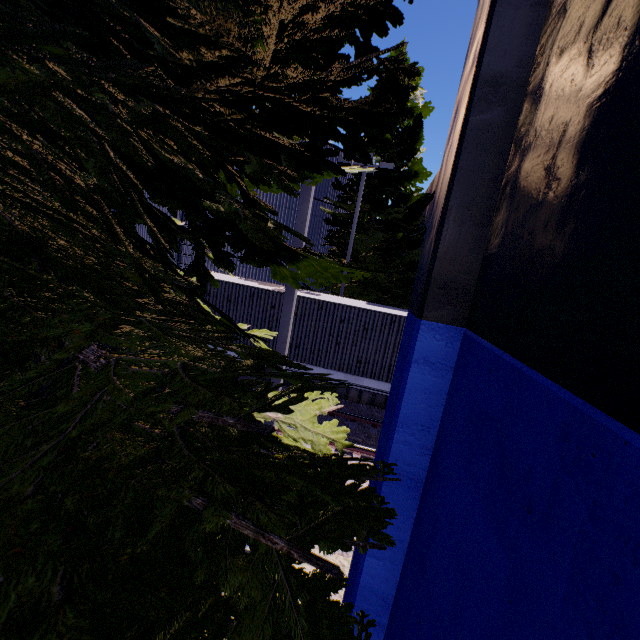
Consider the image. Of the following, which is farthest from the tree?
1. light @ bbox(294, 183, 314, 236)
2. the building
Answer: the building

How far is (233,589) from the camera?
3.40m

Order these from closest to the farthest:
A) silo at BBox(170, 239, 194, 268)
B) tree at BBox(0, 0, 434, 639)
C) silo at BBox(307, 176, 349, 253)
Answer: tree at BBox(0, 0, 434, 639) → silo at BBox(170, 239, 194, 268) → silo at BBox(307, 176, 349, 253)

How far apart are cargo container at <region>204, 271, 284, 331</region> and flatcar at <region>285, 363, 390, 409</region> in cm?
1

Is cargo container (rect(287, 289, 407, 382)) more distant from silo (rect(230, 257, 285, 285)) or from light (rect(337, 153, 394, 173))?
light (rect(337, 153, 394, 173))

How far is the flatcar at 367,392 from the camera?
11.0m

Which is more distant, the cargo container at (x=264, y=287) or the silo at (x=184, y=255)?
the silo at (x=184, y=255)

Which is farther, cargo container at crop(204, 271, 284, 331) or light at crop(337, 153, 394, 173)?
light at crop(337, 153, 394, 173)
